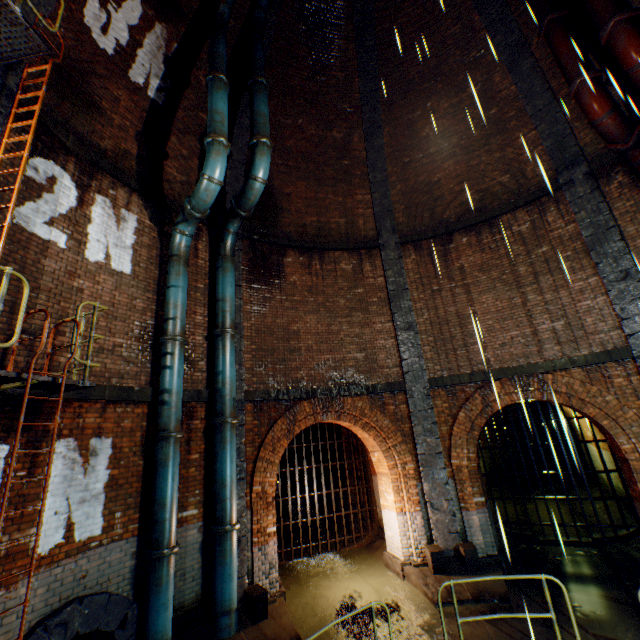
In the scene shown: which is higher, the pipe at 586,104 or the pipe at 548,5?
the pipe at 548,5

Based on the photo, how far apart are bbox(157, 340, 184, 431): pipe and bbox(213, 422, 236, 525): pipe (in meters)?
0.78

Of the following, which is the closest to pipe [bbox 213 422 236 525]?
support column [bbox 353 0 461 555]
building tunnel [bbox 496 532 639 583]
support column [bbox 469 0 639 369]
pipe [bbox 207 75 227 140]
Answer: pipe [bbox 207 75 227 140]

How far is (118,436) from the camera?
6.1m

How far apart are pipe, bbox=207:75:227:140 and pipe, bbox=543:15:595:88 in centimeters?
766cm

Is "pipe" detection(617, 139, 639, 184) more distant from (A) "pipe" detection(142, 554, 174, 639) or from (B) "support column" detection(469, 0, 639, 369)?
(A) "pipe" detection(142, 554, 174, 639)

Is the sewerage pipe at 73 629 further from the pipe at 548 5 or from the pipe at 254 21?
the pipe at 548 5

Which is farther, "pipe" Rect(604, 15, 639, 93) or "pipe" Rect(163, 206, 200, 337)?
"pipe" Rect(163, 206, 200, 337)
